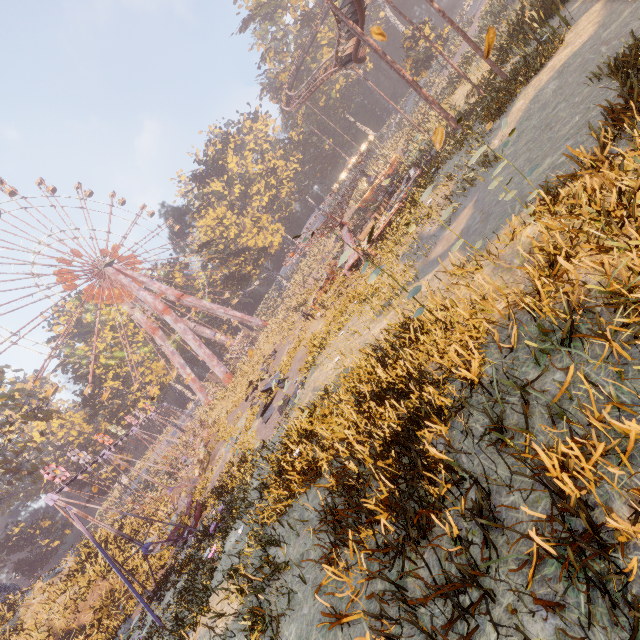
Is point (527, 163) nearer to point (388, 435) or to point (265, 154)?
point (388, 435)

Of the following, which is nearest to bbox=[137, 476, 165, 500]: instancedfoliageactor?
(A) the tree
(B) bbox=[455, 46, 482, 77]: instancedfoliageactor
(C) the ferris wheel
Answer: (C) the ferris wheel

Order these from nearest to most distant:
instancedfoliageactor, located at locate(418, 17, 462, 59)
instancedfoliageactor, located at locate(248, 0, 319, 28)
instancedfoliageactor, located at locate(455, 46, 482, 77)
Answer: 1. instancedfoliageactor, located at locate(455, 46, 482, 77)
2. instancedfoliageactor, located at locate(418, 17, 462, 59)
3. instancedfoliageactor, located at locate(248, 0, 319, 28)

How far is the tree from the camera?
49.5m

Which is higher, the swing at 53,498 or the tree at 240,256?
the tree at 240,256

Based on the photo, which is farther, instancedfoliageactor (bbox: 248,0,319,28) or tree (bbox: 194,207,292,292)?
instancedfoliageactor (bbox: 248,0,319,28)

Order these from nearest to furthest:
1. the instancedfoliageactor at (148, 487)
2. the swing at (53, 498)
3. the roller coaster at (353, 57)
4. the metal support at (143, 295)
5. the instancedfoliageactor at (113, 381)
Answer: the swing at (53, 498), the roller coaster at (353, 57), the instancedfoliageactor at (148, 487), the metal support at (143, 295), the instancedfoliageactor at (113, 381)

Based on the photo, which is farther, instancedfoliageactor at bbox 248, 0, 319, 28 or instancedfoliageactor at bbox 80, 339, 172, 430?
instancedfoliageactor at bbox 248, 0, 319, 28
